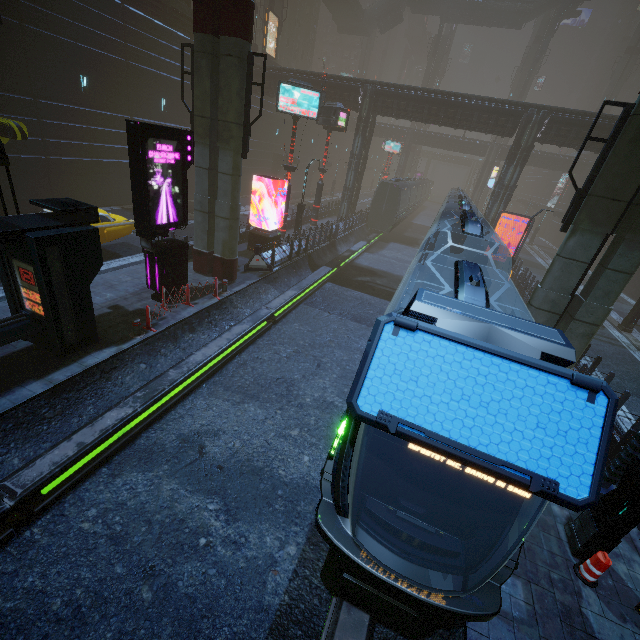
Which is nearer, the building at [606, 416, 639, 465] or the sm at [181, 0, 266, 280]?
the building at [606, 416, 639, 465]

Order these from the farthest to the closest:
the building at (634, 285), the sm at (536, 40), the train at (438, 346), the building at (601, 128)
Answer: the sm at (536, 40), the building at (634, 285), the building at (601, 128), the train at (438, 346)

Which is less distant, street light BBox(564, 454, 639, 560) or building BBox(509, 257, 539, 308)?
street light BBox(564, 454, 639, 560)

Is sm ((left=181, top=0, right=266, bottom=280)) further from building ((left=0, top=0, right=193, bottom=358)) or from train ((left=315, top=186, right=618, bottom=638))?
train ((left=315, top=186, right=618, bottom=638))

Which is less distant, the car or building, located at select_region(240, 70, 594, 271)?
the car

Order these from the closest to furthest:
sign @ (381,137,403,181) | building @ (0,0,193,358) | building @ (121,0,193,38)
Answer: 1. building @ (0,0,193,358)
2. building @ (121,0,193,38)
3. sign @ (381,137,403,181)

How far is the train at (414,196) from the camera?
32.1m

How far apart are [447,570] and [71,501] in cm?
741
